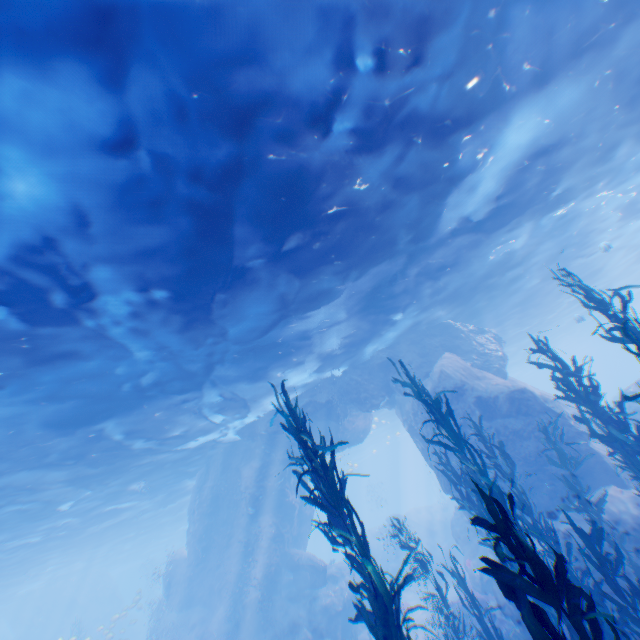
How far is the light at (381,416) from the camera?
35.9 meters

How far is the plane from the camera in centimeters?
2323cm

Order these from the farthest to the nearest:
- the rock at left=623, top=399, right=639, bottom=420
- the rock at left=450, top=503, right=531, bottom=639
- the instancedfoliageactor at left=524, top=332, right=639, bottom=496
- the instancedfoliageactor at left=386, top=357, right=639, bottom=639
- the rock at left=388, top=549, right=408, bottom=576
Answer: the rock at left=388, top=549, right=408, bottom=576 → the rock at left=623, top=399, right=639, bottom=420 → the rock at left=450, top=503, right=531, bottom=639 → the instancedfoliageactor at left=524, top=332, right=639, bottom=496 → the instancedfoliageactor at left=386, top=357, right=639, bottom=639

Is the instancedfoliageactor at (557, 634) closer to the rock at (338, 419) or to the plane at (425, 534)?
the rock at (338, 419)

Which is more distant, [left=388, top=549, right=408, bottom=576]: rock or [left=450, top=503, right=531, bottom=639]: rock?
[left=388, top=549, right=408, bottom=576]: rock

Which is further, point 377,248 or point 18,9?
point 377,248

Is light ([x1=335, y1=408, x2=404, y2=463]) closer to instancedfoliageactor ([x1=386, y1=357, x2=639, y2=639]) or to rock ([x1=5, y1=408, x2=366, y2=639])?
rock ([x1=5, y1=408, x2=366, y2=639])

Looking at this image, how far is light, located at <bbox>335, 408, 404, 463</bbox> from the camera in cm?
3592
